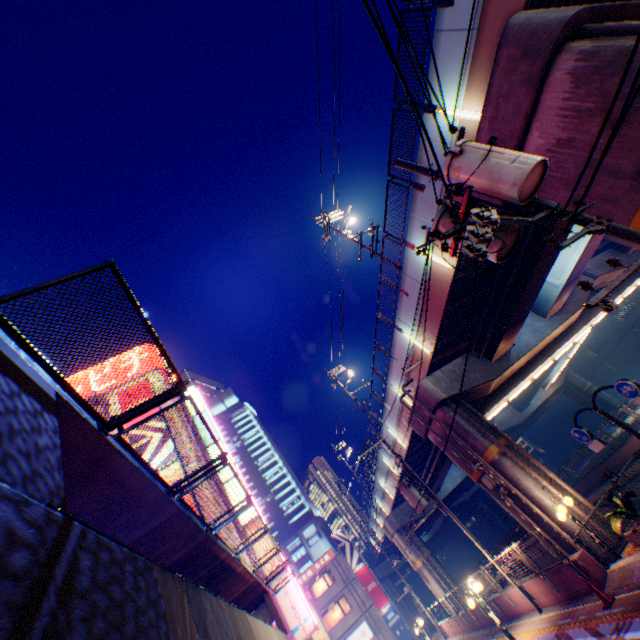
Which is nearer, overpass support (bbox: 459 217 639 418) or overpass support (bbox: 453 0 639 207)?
overpass support (bbox: 453 0 639 207)

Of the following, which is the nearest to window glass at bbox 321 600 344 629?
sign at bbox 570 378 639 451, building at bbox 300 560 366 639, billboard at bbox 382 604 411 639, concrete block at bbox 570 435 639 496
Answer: building at bbox 300 560 366 639

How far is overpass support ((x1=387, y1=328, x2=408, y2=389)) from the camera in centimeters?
1741cm

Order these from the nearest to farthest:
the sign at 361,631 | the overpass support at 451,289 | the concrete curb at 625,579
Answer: the concrete curb at 625,579, the overpass support at 451,289, the sign at 361,631

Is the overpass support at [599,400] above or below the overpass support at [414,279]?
below

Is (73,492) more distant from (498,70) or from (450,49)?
(450,49)

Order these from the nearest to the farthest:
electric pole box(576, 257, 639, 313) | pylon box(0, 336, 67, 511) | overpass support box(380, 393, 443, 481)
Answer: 1. pylon box(0, 336, 67, 511)
2. electric pole box(576, 257, 639, 313)
3. overpass support box(380, 393, 443, 481)
